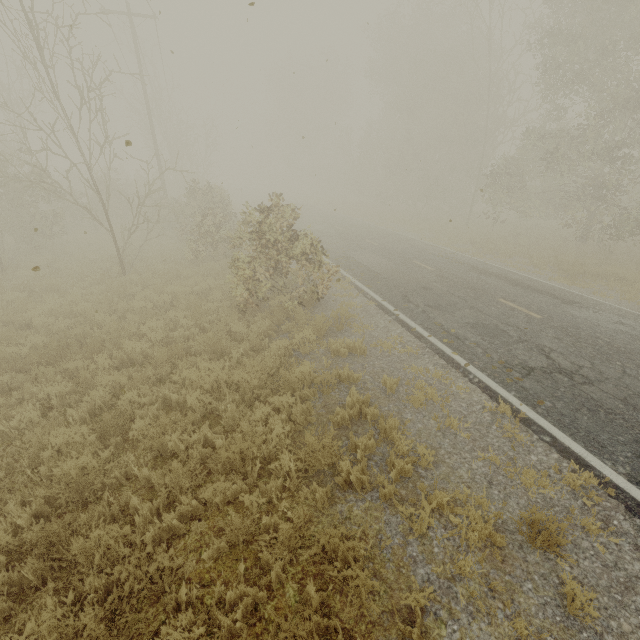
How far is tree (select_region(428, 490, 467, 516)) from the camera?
4.1 meters

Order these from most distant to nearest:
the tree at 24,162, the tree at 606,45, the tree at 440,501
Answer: the tree at 606,45 < the tree at 24,162 < the tree at 440,501

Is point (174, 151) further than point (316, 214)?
Yes

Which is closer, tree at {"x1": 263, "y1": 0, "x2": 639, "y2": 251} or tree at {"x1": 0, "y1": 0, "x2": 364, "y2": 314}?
tree at {"x1": 0, "y1": 0, "x2": 364, "y2": 314}

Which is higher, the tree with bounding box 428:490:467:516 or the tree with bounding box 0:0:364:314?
the tree with bounding box 0:0:364:314

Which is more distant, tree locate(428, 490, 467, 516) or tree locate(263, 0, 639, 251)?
tree locate(263, 0, 639, 251)

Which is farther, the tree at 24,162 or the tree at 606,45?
the tree at 606,45

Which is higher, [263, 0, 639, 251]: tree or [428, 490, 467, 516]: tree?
[263, 0, 639, 251]: tree
